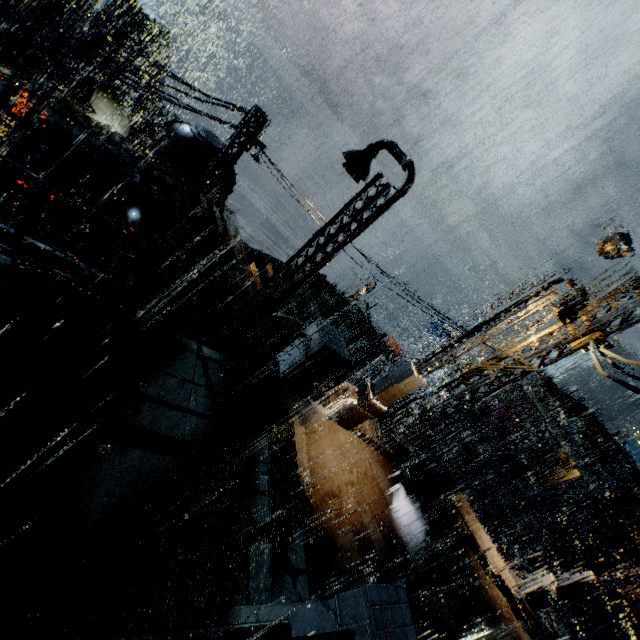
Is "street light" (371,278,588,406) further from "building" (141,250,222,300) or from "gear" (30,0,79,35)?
"gear" (30,0,79,35)

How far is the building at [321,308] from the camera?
20.6m

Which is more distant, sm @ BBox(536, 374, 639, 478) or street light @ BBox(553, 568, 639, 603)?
sm @ BBox(536, 374, 639, 478)

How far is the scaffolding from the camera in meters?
14.6

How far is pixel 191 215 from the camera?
10.7m

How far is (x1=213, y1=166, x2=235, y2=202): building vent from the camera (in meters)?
16.56

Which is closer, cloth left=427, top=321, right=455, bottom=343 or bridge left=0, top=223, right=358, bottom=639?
bridge left=0, top=223, right=358, bottom=639

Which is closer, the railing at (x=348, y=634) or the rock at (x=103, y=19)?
the railing at (x=348, y=634)
